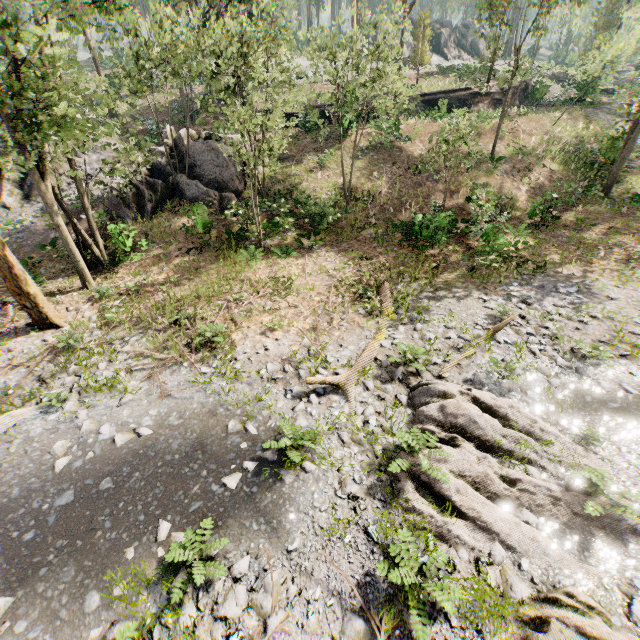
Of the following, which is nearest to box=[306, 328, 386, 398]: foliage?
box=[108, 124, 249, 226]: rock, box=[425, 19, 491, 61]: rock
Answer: box=[425, 19, 491, 61]: rock

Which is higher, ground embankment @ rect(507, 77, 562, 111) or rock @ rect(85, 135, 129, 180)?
ground embankment @ rect(507, 77, 562, 111)

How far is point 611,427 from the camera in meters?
8.1

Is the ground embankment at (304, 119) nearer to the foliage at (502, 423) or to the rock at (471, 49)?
the foliage at (502, 423)

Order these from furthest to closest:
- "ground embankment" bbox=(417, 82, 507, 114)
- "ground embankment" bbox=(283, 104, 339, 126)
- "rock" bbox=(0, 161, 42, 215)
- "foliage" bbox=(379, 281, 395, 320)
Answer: "ground embankment" bbox=(417, 82, 507, 114)
"ground embankment" bbox=(283, 104, 339, 126)
"rock" bbox=(0, 161, 42, 215)
"foliage" bbox=(379, 281, 395, 320)

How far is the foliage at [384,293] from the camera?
12.3 meters

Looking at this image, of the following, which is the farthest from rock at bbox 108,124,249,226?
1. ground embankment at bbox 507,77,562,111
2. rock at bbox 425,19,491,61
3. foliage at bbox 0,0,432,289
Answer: rock at bbox 425,19,491,61

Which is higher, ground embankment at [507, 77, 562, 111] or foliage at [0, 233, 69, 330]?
ground embankment at [507, 77, 562, 111]
